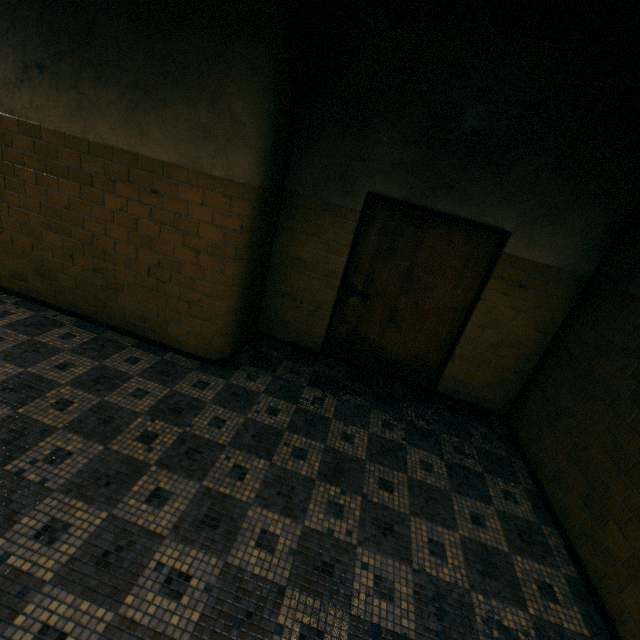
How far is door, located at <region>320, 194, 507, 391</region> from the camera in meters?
3.6 m

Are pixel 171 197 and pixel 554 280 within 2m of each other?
no

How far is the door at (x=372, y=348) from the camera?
3.65m
